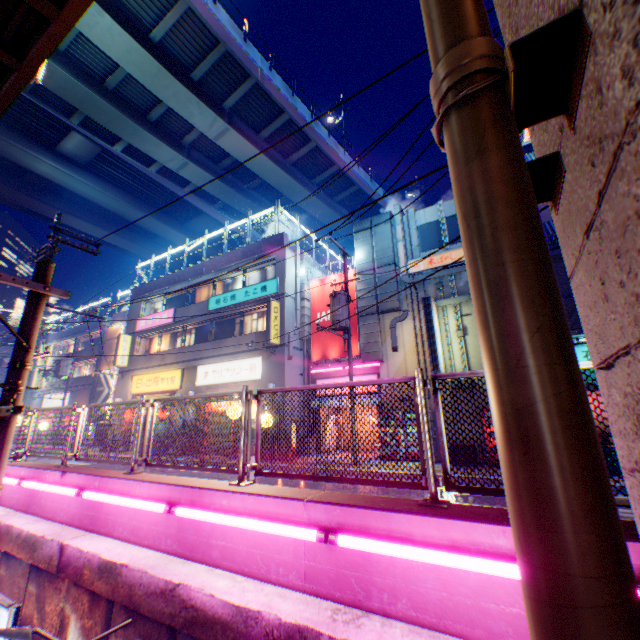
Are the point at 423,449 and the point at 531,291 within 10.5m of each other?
yes

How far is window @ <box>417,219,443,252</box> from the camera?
16.4 meters

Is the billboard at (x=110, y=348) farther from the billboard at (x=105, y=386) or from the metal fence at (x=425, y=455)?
the metal fence at (x=425, y=455)

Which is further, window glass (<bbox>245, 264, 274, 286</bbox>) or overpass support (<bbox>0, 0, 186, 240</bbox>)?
window glass (<bbox>245, 264, 274, 286</bbox>)

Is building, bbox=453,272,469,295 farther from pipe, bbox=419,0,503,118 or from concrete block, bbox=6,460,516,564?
pipe, bbox=419,0,503,118

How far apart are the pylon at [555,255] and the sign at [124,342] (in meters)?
26.53

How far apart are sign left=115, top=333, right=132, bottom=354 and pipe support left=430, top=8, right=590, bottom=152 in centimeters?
2811cm

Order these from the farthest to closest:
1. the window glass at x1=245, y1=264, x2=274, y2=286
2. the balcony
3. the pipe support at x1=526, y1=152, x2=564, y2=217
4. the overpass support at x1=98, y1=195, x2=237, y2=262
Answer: the overpass support at x1=98, y1=195, x2=237, y2=262 < the window glass at x1=245, y1=264, x2=274, y2=286 < the balcony < the pipe support at x1=526, y1=152, x2=564, y2=217
